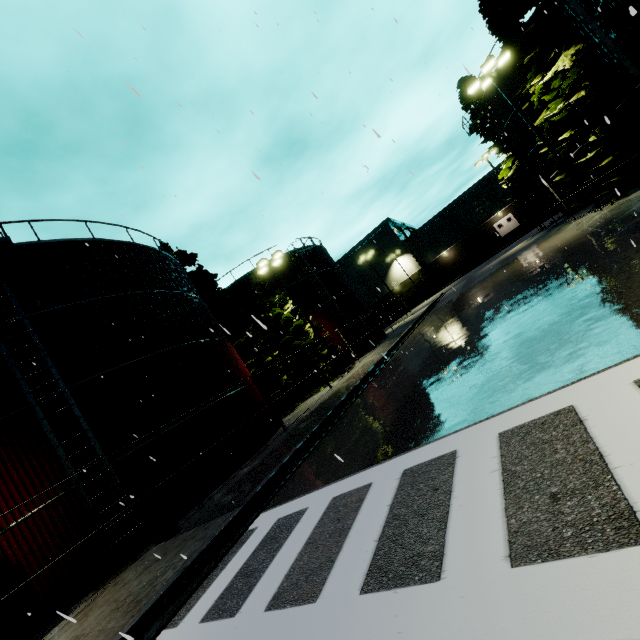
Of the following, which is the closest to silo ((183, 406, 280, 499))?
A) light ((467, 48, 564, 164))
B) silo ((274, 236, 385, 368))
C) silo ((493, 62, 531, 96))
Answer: silo ((274, 236, 385, 368))

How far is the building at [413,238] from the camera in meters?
49.9 m

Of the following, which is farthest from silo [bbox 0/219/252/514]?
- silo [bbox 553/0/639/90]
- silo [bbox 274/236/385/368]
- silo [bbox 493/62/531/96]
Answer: silo [bbox 493/62/531/96]

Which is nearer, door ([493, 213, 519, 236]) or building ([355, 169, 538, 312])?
building ([355, 169, 538, 312])

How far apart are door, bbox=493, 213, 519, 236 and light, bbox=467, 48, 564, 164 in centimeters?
4014cm

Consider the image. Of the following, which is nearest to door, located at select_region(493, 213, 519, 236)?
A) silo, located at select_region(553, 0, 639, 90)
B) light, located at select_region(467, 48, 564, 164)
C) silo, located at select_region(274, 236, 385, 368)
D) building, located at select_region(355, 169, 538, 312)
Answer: silo, located at select_region(274, 236, 385, 368)

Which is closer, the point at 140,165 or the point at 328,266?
the point at 140,165

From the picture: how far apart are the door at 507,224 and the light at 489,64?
40.1 meters
